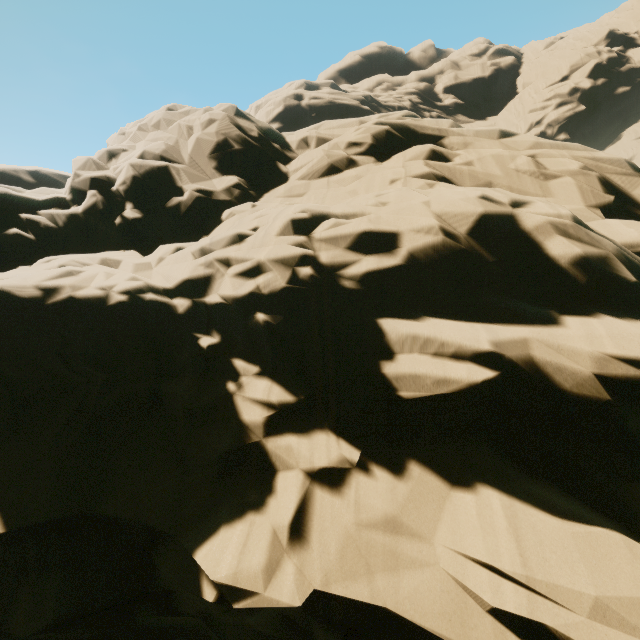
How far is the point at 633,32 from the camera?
54.2 meters
